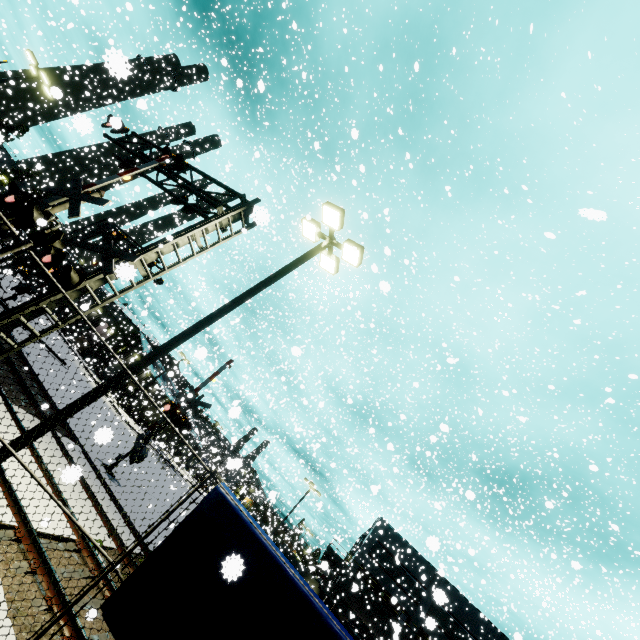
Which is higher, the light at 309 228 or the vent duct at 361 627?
the light at 309 228

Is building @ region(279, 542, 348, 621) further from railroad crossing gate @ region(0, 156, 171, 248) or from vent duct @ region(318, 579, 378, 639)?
railroad crossing gate @ region(0, 156, 171, 248)

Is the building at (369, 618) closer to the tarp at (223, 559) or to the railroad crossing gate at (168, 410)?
the tarp at (223, 559)

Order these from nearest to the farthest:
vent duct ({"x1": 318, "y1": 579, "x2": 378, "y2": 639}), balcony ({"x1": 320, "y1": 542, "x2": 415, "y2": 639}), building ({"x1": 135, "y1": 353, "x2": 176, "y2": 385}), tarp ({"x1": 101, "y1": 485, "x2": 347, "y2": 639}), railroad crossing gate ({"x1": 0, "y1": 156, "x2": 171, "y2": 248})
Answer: tarp ({"x1": 101, "y1": 485, "x2": 347, "y2": 639}), railroad crossing gate ({"x1": 0, "y1": 156, "x2": 171, "y2": 248}), balcony ({"x1": 320, "y1": 542, "x2": 415, "y2": 639}), vent duct ({"x1": 318, "y1": 579, "x2": 378, "y2": 639}), building ({"x1": 135, "y1": 353, "x2": 176, "y2": 385})

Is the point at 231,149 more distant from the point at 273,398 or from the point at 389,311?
the point at 273,398

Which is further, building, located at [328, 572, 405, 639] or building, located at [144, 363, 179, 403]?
building, located at [328, 572, 405, 639]

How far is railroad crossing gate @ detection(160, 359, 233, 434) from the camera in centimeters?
1566cm

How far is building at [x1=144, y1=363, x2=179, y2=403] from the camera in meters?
23.2 m
